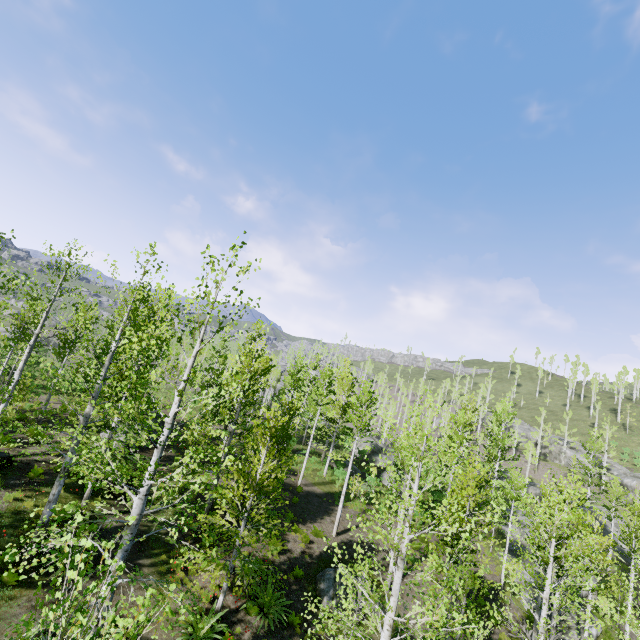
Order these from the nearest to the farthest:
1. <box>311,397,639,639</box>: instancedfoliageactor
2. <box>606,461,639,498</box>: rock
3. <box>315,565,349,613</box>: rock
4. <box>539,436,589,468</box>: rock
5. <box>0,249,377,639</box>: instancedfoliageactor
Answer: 1. <box>0,249,377,639</box>: instancedfoliageactor
2. <box>311,397,639,639</box>: instancedfoliageactor
3. <box>315,565,349,613</box>: rock
4. <box>606,461,639,498</box>: rock
5. <box>539,436,589,468</box>: rock

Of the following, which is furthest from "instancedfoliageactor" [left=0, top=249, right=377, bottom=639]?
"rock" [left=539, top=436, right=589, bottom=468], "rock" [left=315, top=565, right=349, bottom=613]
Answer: "rock" [left=539, top=436, right=589, bottom=468]

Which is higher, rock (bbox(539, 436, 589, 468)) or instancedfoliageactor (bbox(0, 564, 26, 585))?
rock (bbox(539, 436, 589, 468))

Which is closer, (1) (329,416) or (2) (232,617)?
(2) (232,617)

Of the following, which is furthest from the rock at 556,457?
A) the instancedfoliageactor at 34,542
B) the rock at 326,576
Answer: the rock at 326,576

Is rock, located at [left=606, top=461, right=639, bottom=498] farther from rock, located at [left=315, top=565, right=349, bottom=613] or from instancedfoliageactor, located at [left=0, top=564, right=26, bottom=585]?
rock, located at [left=315, top=565, right=349, bottom=613]
